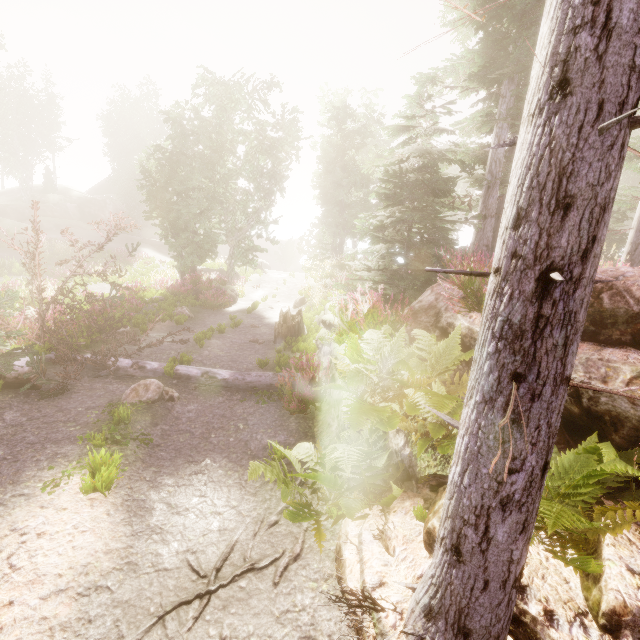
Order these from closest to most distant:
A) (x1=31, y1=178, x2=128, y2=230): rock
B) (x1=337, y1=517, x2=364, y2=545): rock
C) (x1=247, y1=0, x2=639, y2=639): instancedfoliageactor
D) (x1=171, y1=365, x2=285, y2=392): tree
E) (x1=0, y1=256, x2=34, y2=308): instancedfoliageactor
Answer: (x1=247, y1=0, x2=639, y2=639): instancedfoliageactor < (x1=337, y1=517, x2=364, y2=545): rock < (x1=171, y1=365, x2=285, y2=392): tree < (x1=0, y1=256, x2=34, y2=308): instancedfoliageactor < (x1=31, y1=178, x2=128, y2=230): rock

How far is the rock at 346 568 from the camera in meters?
3.1

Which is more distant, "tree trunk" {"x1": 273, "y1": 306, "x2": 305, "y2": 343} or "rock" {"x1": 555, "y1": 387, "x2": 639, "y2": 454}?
"tree trunk" {"x1": 273, "y1": 306, "x2": 305, "y2": 343}

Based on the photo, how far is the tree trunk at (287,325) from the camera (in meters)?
11.57

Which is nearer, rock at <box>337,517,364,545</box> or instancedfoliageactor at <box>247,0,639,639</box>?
instancedfoliageactor at <box>247,0,639,639</box>

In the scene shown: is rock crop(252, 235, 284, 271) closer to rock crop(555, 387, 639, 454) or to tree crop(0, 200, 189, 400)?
tree crop(0, 200, 189, 400)

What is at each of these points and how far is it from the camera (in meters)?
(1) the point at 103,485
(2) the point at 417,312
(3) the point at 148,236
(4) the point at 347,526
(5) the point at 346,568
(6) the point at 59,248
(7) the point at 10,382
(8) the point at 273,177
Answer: (1) instancedfoliageactor, 4.07
(2) rock, 6.73
(3) rock, 42.97
(4) rock, 3.79
(5) rock, 3.21
(6) instancedfoliageactor, 25.06
(7) rock, 6.51
(8) instancedfoliageactor, 20.98
